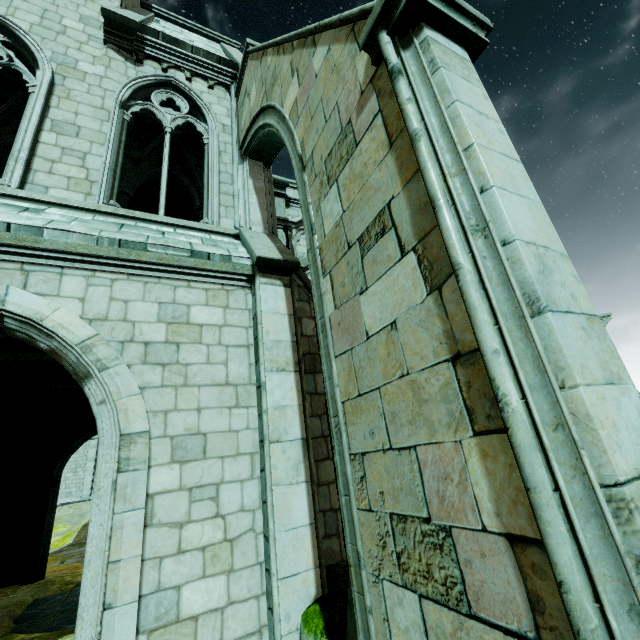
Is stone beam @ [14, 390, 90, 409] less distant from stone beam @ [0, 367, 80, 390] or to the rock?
stone beam @ [0, 367, 80, 390]

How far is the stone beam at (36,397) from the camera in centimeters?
1173cm

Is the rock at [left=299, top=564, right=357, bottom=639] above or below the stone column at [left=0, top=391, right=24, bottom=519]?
below

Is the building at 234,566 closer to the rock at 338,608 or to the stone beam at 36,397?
the rock at 338,608

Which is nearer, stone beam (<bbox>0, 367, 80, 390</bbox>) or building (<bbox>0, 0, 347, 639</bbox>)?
building (<bbox>0, 0, 347, 639</bbox>)

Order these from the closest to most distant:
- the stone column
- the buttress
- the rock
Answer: the buttress → the rock → the stone column

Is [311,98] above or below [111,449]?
above

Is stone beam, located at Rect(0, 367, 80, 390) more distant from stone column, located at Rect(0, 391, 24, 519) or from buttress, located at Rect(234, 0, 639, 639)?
buttress, located at Rect(234, 0, 639, 639)
